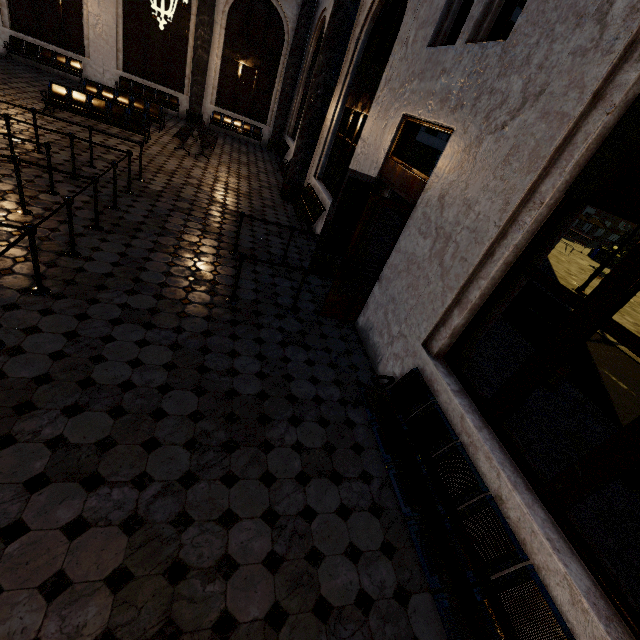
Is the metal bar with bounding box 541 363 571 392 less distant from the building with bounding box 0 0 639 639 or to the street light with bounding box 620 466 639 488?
the street light with bounding box 620 466 639 488

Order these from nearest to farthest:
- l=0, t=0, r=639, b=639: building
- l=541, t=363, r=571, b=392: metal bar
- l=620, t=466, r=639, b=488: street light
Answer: l=0, t=0, r=639, b=639: building
l=620, t=466, r=639, b=488: street light
l=541, t=363, r=571, b=392: metal bar

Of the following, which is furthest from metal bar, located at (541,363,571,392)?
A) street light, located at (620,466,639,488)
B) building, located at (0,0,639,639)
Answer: building, located at (0,0,639,639)

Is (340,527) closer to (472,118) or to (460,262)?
(460,262)

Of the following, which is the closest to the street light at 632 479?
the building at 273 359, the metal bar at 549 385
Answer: the metal bar at 549 385

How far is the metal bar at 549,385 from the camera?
6.2 meters
